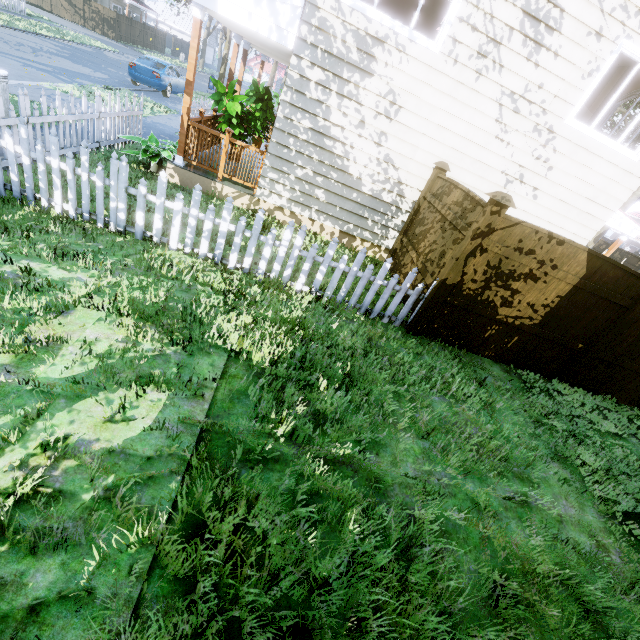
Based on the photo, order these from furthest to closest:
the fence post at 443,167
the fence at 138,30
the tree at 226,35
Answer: the fence at 138,30 < the tree at 226,35 < the fence post at 443,167

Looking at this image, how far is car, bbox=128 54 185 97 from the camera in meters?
15.3

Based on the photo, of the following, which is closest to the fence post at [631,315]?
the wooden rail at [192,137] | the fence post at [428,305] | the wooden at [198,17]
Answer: the fence post at [428,305]

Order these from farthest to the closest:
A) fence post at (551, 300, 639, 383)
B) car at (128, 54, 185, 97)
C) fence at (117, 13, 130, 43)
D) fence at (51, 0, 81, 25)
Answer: fence at (117, 13, 130, 43), fence at (51, 0, 81, 25), car at (128, 54, 185, 97), fence post at (551, 300, 639, 383)

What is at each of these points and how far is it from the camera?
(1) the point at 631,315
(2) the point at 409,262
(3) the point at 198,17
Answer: (1) fence post, 5.5 meters
(2) fence, 6.8 meters
(3) wooden, 5.8 meters

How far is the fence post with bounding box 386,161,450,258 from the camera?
6.7m

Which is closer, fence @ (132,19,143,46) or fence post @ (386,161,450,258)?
fence post @ (386,161,450,258)

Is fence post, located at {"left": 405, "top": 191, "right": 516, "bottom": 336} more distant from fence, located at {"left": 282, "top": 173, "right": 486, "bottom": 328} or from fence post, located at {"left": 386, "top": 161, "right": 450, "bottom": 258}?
fence post, located at {"left": 386, "top": 161, "right": 450, "bottom": 258}
